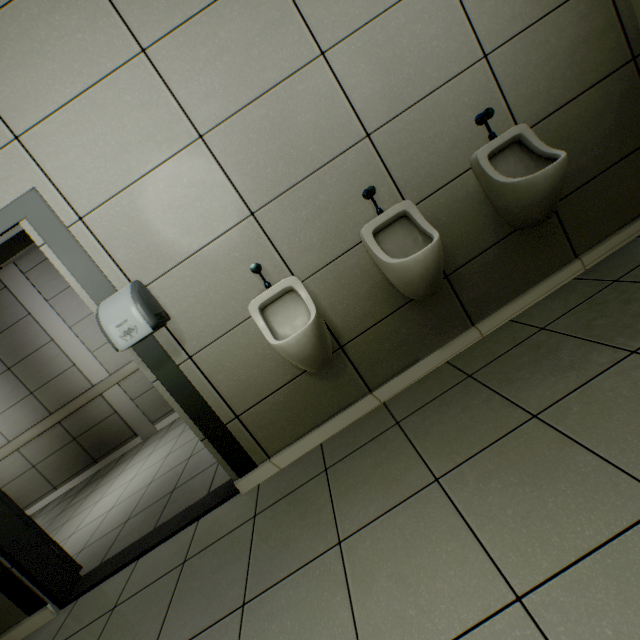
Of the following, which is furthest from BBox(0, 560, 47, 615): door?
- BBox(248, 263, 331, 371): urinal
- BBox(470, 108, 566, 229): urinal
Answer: BBox(470, 108, 566, 229): urinal

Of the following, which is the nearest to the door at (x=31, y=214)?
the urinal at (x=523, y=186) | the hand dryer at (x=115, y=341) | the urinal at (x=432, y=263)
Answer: the hand dryer at (x=115, y=341)

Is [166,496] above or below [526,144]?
below

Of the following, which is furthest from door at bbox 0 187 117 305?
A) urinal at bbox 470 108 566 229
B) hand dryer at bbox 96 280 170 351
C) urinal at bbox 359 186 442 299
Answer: urinal at bbox 470 108 566 229

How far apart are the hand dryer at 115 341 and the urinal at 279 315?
0.5m

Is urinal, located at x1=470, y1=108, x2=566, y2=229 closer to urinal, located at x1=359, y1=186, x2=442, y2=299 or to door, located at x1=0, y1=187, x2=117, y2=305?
urinal, located at x1=359, y1=186, x2=442, y2=299

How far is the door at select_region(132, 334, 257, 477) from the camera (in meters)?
1.95

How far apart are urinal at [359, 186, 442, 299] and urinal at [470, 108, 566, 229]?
0.5m
